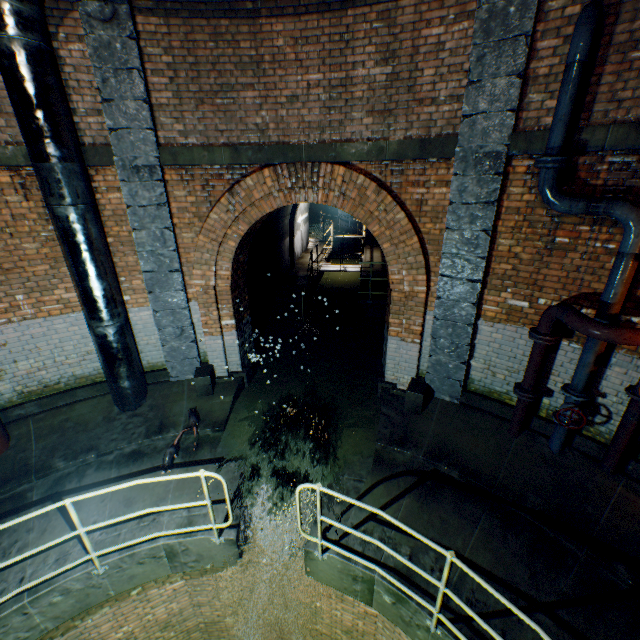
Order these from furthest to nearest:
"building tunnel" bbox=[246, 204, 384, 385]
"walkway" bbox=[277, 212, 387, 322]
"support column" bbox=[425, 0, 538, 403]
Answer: "walkway" bbox=[277, 212, 387, 322]
"building tunnel" bbox=[246, 204, 384, 385]
"support column" bbox=[425, 0, 538, 403]

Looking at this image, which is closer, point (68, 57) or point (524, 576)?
point (524, 576)

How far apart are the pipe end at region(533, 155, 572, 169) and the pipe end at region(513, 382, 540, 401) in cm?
316

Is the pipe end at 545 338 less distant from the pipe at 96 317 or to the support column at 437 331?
the support column at 437 331

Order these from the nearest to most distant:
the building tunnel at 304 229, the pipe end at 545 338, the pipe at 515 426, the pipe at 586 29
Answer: the pipe at 586 29 < the pipe end at 545 338 < the pipe at 515 426 < the building tunnel at 304 229

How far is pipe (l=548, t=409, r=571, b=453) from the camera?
4.9 meters

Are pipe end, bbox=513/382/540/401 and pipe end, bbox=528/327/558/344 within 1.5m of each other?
yes

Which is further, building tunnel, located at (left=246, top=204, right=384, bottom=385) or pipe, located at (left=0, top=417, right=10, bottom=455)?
building tunnel, located at (left=246, top=204, right=384, bottom=385)
